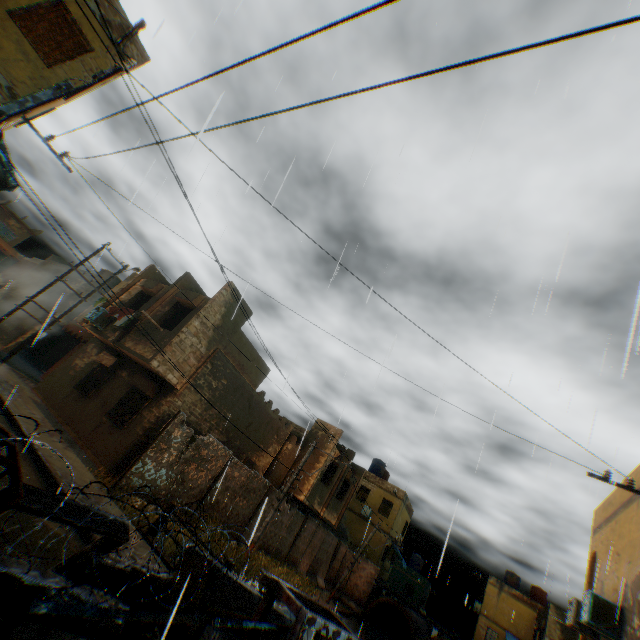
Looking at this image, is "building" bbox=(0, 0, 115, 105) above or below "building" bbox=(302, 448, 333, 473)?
above

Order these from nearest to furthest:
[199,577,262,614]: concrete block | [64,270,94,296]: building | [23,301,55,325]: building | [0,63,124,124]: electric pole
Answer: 1. [0,63,124,124]: electric pole
2. [199,577,262,614]: concrete block
3. [23,301,55,325]: building
4. [64,270,94,296]: building

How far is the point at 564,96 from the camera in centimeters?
845cm

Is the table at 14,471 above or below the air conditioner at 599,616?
below

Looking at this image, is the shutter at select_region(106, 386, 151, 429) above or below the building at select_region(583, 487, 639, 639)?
below

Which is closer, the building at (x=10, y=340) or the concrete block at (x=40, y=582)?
the concrete block at (x=40, y=582)

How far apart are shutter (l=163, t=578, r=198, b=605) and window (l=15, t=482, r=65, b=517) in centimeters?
112cm

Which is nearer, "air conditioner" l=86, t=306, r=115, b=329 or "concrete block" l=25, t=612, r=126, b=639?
"concrete block" l=25, t=612, r=126, b=639
